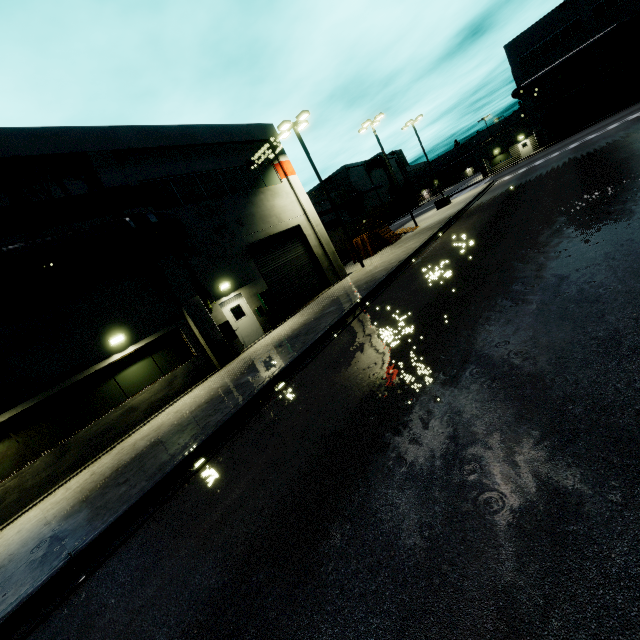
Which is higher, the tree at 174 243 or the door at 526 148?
the tree at 174 243

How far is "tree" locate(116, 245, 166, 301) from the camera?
12.62m

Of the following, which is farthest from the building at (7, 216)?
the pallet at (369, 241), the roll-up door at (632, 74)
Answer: the pallet at (369, 241)

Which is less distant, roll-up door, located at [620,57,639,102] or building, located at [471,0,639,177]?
building, located at [471,0,639,177]

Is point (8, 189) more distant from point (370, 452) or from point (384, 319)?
point (370, 452)

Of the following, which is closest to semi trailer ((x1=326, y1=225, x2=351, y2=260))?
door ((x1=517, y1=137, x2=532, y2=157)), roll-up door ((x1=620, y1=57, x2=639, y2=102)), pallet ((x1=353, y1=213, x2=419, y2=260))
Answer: roll-up door ((x1=620, y1=57, x2=639, y2=102))

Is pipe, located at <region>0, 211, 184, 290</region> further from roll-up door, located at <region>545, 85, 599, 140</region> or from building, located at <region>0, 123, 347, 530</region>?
roll-up door, located at <region>545, 85, 599, 140</region>

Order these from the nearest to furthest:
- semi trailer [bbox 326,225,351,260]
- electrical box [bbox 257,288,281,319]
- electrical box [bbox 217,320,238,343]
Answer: electrical box [bbox 217,320,238,343], electrical box [bbox 257,288,281,319], semi trailer [bbox 326,225,351,260]
